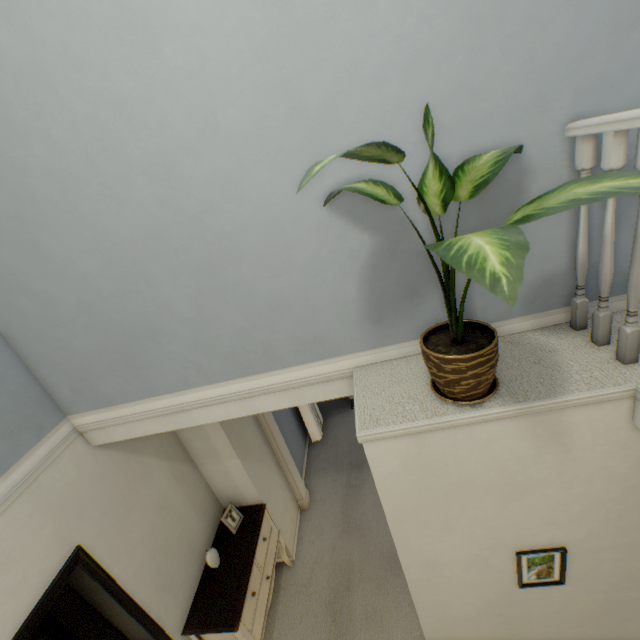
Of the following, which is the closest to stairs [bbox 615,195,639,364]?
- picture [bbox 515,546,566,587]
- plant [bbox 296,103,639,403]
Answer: plant [bbox 296,103,639,403]

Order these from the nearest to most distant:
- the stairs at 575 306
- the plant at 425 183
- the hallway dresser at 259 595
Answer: the plant at 425 183, the stairs at 575 306, the hallway dresser at 259 595

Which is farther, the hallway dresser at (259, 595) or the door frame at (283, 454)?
the door frame at (283, 454)

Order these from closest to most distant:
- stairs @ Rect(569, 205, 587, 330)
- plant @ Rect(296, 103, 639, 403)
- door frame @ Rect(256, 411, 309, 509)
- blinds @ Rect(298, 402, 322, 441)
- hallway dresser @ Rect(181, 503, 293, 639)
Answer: plant @ Rect(296, 103, 639, 403), stairs @ Rect(569, 205, 587, 330), hallway dresser @ Rect(181, 503, 293, 639), door frame @ Rect(256, 411, 309, 509), blinds @ Rect(298, 402, 322, 441)

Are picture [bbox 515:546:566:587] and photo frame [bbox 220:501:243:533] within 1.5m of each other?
no

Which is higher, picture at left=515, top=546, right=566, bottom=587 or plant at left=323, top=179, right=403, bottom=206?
plant at left=323, top=179, right=403, bottom=206

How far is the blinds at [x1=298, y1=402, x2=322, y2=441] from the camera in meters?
4.6

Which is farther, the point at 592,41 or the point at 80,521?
the point at 80,521
